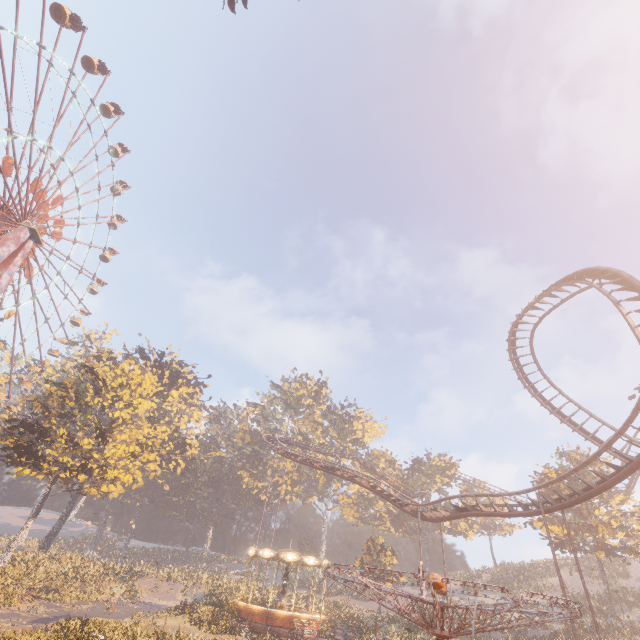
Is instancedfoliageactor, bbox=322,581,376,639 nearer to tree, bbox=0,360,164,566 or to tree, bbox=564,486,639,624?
tree, bbox=0,360,164,566

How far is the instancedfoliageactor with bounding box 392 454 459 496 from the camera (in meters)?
55.22

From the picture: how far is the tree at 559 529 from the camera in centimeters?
3200cm

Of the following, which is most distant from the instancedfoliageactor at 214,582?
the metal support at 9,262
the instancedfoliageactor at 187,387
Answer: the metal support at 9,262

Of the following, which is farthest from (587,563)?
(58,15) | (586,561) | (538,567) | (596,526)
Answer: (58,15)

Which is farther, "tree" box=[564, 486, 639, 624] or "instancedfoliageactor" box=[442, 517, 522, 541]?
"instancedfoliageactor" box=[442, 517, 522, 541]

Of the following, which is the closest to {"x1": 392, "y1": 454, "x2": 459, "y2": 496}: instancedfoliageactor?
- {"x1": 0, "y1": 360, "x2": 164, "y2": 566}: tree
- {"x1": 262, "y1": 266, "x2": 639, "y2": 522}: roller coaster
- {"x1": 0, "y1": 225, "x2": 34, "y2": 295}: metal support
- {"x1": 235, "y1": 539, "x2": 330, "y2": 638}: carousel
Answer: {"x1": 262, "y1": 266, "x2": 639, "y2": 522}: roller coaster

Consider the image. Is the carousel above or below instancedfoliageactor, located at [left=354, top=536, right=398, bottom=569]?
below
